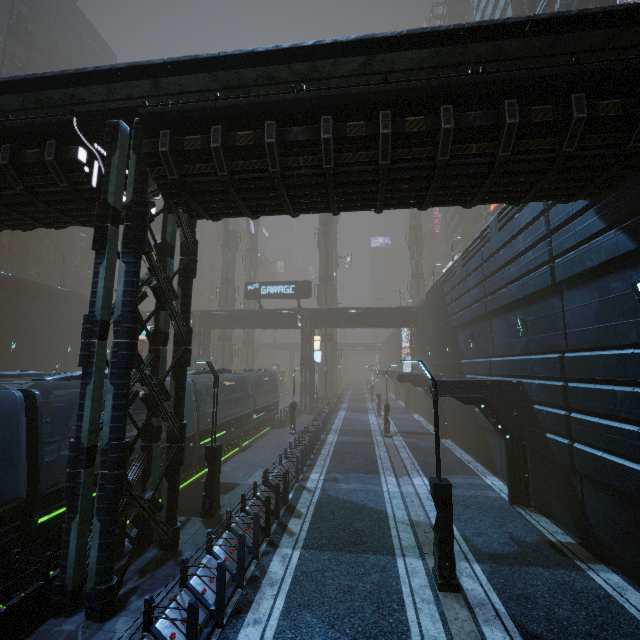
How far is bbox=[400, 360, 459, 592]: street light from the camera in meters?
7.9 m

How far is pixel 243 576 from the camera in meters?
7.9 m

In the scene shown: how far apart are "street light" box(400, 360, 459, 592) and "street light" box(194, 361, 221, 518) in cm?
717

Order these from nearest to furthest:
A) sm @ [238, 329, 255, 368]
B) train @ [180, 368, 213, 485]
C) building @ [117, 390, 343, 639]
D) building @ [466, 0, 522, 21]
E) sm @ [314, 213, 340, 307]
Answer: building @ [117, 390, 343, 639]
train @ [180, 368, 213, 485]
building @ [466, 0, 522, 21]
sm @ [314, 213, 340, 307]
sm @ [238, 329, 255, 368]

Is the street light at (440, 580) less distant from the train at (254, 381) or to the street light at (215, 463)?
the street light at (215, 463)

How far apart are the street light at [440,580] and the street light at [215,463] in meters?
7.2 m

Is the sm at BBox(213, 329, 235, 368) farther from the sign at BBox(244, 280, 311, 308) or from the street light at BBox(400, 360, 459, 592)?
the street light at BBox(400, 360, 459, 592)

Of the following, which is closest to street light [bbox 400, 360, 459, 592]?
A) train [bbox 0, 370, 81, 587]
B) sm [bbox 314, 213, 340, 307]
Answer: train [bbox 0, 370, 81, 587]
